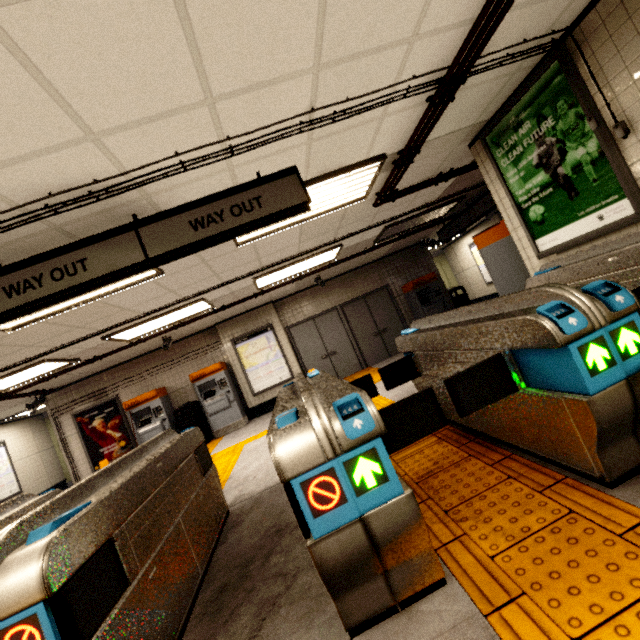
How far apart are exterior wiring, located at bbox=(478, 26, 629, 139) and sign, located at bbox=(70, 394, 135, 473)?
10.40m

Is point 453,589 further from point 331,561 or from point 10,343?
point 10,343

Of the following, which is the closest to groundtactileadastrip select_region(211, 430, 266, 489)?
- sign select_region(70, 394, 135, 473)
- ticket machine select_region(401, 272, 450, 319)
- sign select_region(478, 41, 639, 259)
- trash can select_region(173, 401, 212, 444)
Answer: trash can select_region(173, 401, 212, 444)

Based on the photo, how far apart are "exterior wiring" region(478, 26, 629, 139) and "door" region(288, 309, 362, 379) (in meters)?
7.50

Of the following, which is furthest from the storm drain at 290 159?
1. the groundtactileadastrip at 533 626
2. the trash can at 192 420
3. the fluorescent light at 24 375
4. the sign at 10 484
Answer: the groundtactileadastrip at 533 626

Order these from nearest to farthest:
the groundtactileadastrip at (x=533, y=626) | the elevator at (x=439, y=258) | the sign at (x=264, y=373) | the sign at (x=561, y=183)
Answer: the groundtactileadastrip at (x=533, y=626), the sign at (x=561, y=183), the sign at (x=264, y=373), the elevator at (x=439, y=258)

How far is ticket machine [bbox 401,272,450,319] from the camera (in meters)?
9.54

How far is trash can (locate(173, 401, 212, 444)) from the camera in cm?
842
